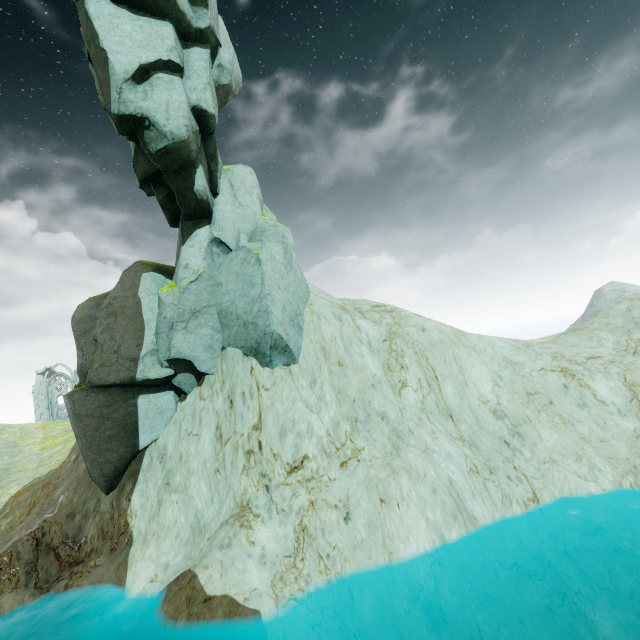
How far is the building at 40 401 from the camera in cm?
5344

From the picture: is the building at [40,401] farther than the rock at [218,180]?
Yes

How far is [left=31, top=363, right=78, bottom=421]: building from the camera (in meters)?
53.44

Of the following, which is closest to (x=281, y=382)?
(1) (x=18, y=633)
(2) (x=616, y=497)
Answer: (1) (x=18, y=633)

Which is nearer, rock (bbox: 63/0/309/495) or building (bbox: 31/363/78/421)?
rock (bbox: 63/0/309/495)
